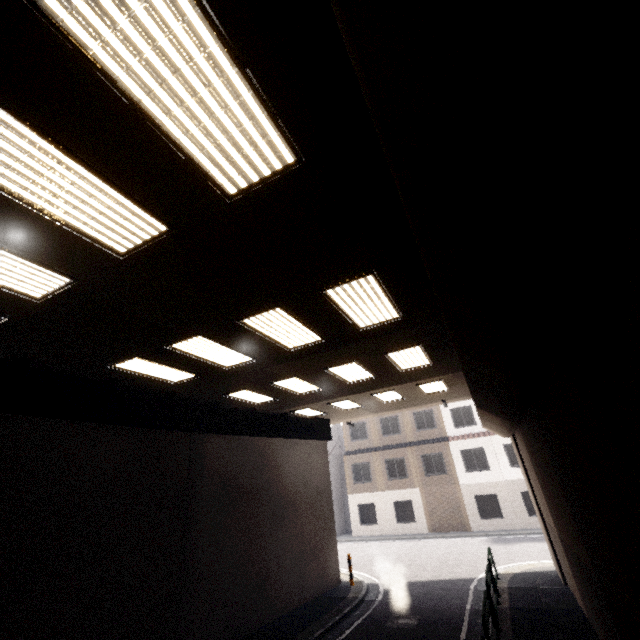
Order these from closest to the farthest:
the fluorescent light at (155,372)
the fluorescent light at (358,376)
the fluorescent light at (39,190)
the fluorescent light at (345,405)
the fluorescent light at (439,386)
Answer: the fluorescent light at (39,190), the fluorescent light at (155,372), the fluorescent light at (358,376), the fluorescent light at (439,386), the fluorescent light at (345,405)

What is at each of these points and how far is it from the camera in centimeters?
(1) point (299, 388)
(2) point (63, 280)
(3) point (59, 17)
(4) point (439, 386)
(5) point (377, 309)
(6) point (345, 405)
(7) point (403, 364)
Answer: (1) fluorescent light, 1111cm
(2) fluorescent light, 470cm
(3) fluorescent light, 220cm
(4) fluorescent light, 1288cm
(5) fluorescent light, 647cm
(6) fluorescent light, 1434cm
(7) fluorescent light, 986cm

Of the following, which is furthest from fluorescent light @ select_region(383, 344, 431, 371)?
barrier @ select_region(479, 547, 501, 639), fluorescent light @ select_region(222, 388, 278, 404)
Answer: barrier @ select_region(479, 547, 501, 639)

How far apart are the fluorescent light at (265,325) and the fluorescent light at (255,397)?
3.5m

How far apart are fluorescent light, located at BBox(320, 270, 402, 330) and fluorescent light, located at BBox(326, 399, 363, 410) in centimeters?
691cm

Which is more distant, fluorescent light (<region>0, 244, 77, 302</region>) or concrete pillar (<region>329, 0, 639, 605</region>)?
fluorescent light (<region>0, 244, 77, 302</region>)

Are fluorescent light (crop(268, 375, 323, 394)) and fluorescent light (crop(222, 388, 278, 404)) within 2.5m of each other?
yes

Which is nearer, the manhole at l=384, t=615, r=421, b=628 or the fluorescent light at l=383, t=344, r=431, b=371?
the fluorescent light at l=383, t=344, r=431, b=371
